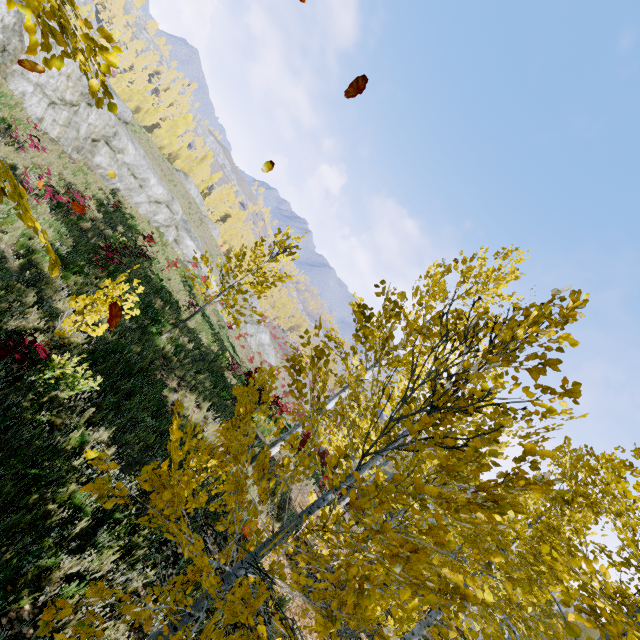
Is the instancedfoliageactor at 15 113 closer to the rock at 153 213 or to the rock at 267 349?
the rock at 153 213

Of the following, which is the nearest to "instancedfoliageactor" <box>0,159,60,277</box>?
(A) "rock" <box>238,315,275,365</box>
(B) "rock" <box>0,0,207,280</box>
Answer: (B) "rock" <box>0,0,207,280</box>

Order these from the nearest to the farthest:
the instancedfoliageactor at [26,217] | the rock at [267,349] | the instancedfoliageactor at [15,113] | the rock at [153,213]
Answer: the instancedfoliageactor at [26,217], the instancedfoliageactor at [15,113], the rock at [153,213], the rock at [267,349]

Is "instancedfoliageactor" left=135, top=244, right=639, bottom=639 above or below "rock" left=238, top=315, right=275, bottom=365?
above

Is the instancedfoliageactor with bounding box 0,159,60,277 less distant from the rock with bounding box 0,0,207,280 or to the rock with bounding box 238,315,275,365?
the rock with bounding box 0,0,207,280

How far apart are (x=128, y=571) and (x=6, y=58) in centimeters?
1802cm
